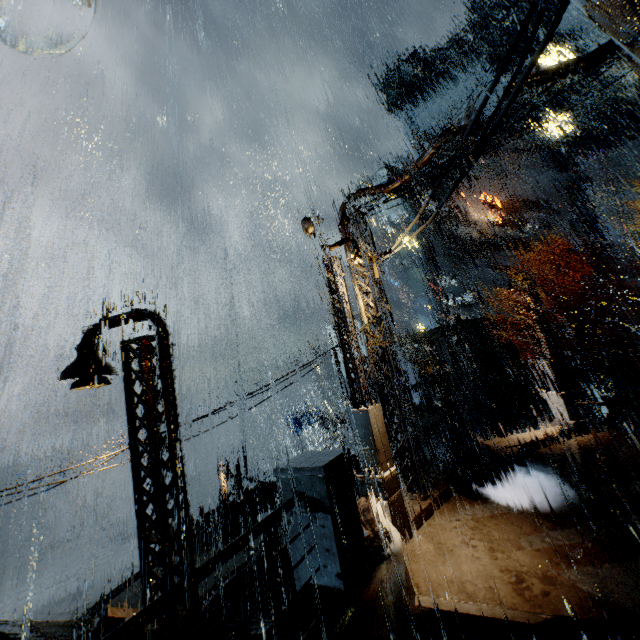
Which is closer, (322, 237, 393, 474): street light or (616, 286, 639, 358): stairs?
(322, 237, 393, 474): street light

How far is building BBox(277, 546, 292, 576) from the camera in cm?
1484

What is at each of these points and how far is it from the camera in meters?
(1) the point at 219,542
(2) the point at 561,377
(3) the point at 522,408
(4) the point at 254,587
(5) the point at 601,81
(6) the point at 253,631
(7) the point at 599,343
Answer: (1) building, 17.6 m
(2) street light, 14.7 m
(3) stairs, 30.7 m
(4) building, 14.3 m
(5) building, 36.4 m
(6) building, 4.9 m
(7) building vent, 35.8 m

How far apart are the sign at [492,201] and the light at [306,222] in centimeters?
4124cm

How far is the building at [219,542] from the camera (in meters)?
16.49

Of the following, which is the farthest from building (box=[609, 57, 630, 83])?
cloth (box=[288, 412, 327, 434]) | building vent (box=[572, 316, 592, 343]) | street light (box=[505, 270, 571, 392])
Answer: cloth (box=[288, 412, 327, 434])

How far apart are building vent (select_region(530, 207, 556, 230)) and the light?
43.9m

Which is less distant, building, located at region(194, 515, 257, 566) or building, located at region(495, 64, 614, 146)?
building, located at region(194, 515, 257, 566)
